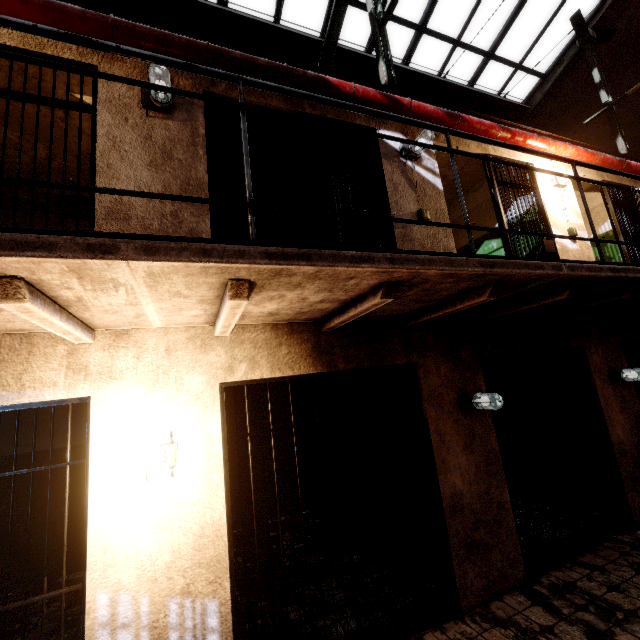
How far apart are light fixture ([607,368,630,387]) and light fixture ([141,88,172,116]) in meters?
6.5 m

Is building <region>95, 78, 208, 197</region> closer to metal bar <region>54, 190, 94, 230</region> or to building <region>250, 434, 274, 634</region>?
metal bar <region>54, 190, 94, 230</region>

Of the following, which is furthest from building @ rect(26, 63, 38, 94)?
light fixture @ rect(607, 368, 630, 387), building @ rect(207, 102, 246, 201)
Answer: light fixture @ rect(607, 368, 630, 387)

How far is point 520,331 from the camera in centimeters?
423cm

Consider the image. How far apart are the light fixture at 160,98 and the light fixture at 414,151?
2.7 meters

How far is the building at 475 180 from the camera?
5.9 meters

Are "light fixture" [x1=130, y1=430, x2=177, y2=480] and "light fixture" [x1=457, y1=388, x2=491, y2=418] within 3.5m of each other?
yes

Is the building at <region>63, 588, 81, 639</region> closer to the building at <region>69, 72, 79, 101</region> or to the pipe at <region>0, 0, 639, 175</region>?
the building at <region>69, 72, 79, 101</region>
